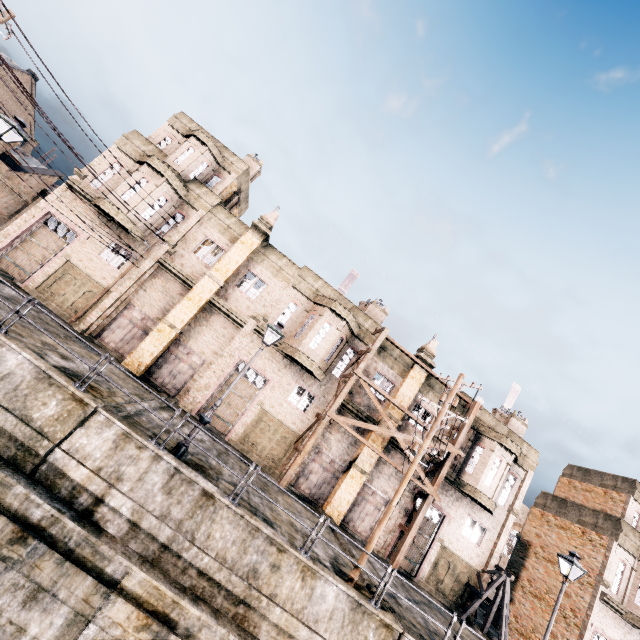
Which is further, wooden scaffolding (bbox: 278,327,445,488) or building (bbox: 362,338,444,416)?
building (bbox: 362,338,444,416)

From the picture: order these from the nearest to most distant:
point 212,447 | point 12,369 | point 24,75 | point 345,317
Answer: point 12,369
point 212,447
point 345,317
point 24,75

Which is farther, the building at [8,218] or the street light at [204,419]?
the building at [8,218]

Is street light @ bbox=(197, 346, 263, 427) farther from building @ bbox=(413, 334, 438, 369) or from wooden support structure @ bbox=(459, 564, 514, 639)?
wooden support structure @ bbox=(459, 564, 514, 639)

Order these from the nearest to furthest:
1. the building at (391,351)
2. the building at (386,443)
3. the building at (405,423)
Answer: the building at (386,443) → the building at (405,423) → the building at (391,351)

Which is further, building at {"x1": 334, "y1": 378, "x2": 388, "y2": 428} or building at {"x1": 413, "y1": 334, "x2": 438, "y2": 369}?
building at {"x1": 413, "y1": 334, "x2": 438, "y2": 369}

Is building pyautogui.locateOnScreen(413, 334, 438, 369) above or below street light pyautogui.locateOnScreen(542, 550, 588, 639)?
above

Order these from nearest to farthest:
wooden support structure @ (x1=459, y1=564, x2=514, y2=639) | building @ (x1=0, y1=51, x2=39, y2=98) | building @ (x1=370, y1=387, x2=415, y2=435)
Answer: wooden support structure @ (x1=459, y1=564, x2=514, y2=639) → building @ (x1=370, y1=387, x2=415, y2=435) → building @ (x1=0, y1=51, x2=39, y2=98)
